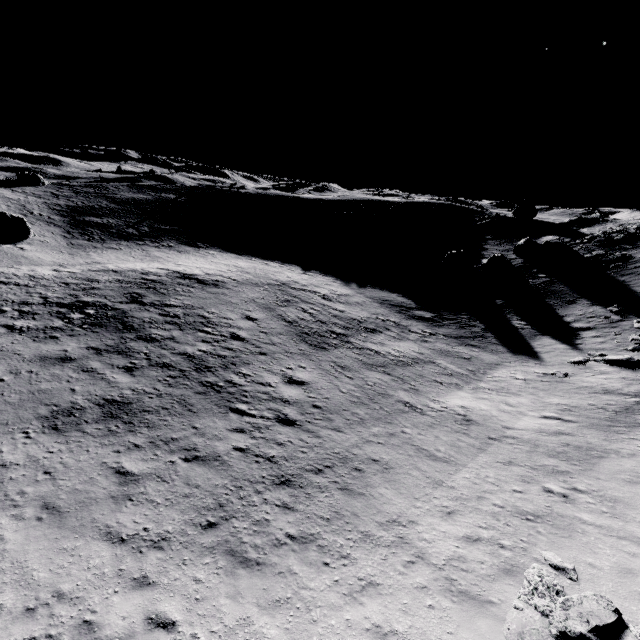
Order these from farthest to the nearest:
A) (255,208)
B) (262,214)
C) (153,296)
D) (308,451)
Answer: (255,208) → (262,214) → (153,296) → (308,451)

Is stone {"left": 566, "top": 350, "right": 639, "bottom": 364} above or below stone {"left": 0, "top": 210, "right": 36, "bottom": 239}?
below

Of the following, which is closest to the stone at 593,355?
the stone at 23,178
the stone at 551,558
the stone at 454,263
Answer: the stone at 454,263

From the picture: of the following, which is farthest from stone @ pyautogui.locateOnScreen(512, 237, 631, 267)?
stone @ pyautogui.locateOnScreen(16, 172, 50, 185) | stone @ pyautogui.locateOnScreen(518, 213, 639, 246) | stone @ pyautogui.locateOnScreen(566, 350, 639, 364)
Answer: stone @ pyautogui.locateOnScreen(16, 172, 50, 185)

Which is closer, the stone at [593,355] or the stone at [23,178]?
the stone at [593,355]

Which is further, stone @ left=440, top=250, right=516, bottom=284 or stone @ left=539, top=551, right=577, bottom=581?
stone @ left=440, top=250, right=516, bottom=284

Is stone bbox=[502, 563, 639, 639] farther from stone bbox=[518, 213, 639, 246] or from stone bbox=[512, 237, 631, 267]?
stone bbox=[518, 213, 639, 246]

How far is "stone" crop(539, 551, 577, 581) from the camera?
8.7m
